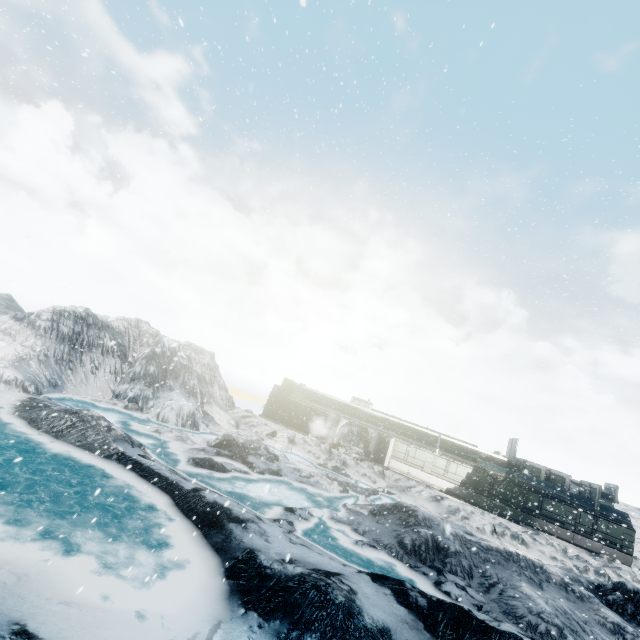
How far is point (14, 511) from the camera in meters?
7.9 m
